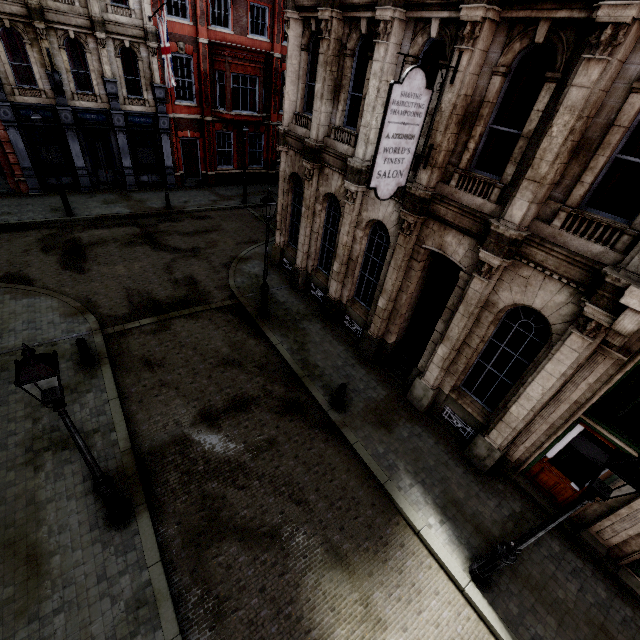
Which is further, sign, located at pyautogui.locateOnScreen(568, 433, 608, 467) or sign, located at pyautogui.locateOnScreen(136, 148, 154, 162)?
sign, located at pyautogui.locateOnScreen(136, 148, 154, 162)

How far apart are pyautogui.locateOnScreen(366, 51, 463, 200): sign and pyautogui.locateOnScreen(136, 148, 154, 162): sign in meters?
20.1

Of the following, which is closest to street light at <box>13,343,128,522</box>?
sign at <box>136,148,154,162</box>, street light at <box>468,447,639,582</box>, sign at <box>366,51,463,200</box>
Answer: sign at <box>366,51,463,200</box>

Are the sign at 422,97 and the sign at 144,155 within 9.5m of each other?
no

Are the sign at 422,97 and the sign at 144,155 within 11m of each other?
no

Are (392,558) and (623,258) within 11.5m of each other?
yes

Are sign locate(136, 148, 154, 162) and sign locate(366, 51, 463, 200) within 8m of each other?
no

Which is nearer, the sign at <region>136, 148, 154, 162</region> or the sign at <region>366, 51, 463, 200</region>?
→ the sign at <region>366, 51, 463, 200</region>
